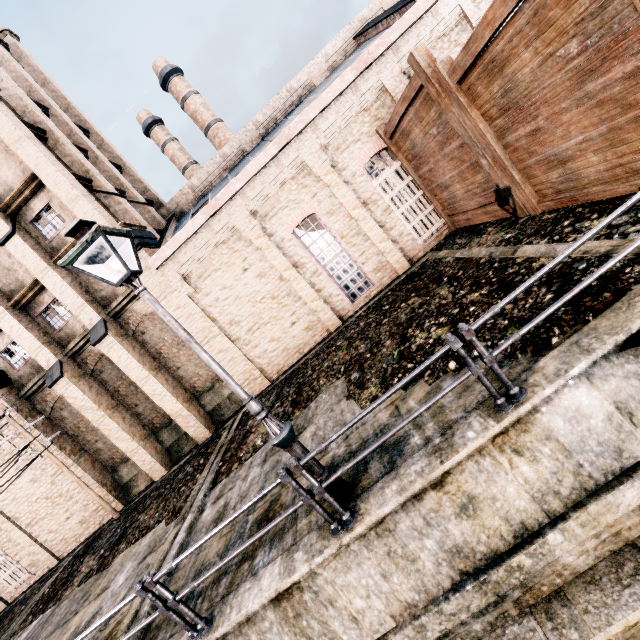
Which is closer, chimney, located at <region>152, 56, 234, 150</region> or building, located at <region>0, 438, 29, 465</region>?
building, located at <region>0, 438, 29, 465</region>

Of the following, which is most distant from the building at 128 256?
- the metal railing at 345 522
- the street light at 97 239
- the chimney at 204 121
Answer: the chimney at 204 121

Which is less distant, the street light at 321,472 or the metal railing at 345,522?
the metal railing at 345,522

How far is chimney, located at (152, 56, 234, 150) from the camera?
36.1 meters

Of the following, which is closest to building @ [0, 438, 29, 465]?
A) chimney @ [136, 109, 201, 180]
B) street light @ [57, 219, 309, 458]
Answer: street light @ [57, 219, 309, 458]

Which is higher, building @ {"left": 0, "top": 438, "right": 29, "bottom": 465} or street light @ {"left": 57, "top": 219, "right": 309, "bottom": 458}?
building @ {"left": 0, "top": 438, "right": 29, "bottom": 465}

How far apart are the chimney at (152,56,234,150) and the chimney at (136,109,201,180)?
2.6m

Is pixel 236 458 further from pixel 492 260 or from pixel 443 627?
pixel 492 260
